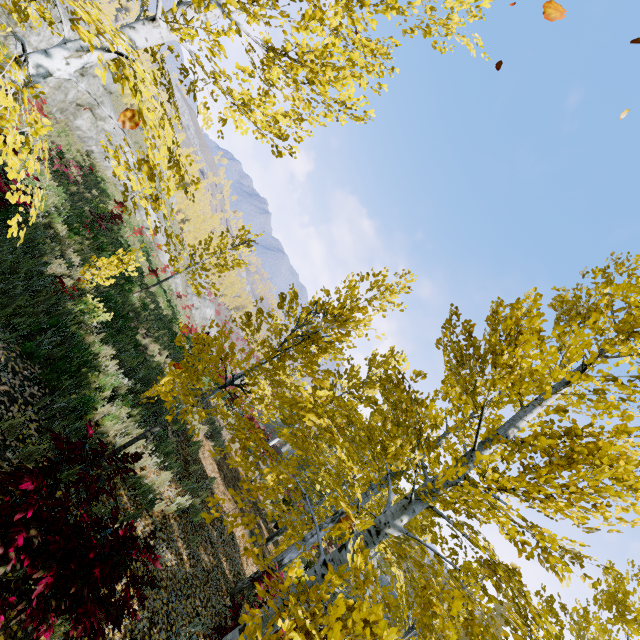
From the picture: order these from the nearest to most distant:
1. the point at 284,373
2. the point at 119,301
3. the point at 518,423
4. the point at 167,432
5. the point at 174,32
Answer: the point at 174,32, the point at 518,423, the point at 167,432, the point at 119,301, the point at 284,373

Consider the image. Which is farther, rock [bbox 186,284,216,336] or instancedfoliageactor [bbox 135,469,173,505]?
rock [bbox 186,284,216,336]

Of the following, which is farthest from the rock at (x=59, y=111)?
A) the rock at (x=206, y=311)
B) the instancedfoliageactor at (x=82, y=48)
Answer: the instancedfoliageactor at (x=82, y=48)

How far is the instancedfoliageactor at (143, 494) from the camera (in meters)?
6.30

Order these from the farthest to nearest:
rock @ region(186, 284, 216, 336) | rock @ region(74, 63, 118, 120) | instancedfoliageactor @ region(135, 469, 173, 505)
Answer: rock @ region(186, 284, 216, 336), rock @ region(74, 63, 118, 120), instancedfoliageactor @ region(135, 469, 173, 505)

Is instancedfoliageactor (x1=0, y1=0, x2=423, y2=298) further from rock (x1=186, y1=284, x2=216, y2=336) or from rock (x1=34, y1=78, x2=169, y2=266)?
rock (x1=186, y1=284, x2=216, y2=336)

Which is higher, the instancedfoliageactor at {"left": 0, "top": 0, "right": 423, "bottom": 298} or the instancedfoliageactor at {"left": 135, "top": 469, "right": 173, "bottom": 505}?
the instancedfoliageactor at {"left": 0, "top": 0, "right": 423, "bottom": 298}

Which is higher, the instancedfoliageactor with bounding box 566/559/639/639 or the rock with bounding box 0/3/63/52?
the instancedfoliageactor with bounding box 566/559/639/639
